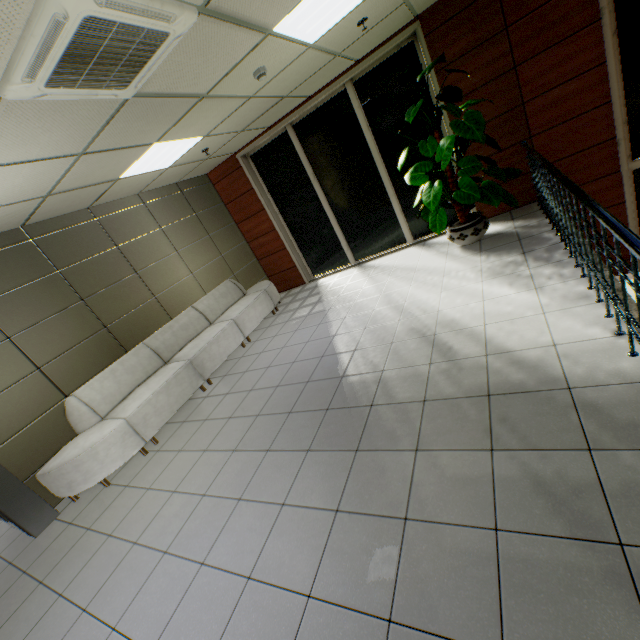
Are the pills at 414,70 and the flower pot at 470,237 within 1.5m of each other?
no

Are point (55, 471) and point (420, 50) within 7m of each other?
no

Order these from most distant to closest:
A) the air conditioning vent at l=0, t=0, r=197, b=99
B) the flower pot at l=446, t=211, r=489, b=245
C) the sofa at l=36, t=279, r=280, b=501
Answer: the flower pot at l=446, t=211, r=489, b=245 → the sofa at l=36, t=279, r=280, b=501 → the air conditioning vent at l=0, t=0, r=197, b=99

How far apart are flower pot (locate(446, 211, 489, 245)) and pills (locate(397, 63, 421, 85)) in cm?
211

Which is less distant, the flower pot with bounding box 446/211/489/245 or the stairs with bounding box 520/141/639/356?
the stairs with bounding box 520/141/639/356

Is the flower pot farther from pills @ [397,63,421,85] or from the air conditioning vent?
the air conditioning vent

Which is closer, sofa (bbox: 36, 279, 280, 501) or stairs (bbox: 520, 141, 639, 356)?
stairs (bbox: 520, 141, 639, 356)

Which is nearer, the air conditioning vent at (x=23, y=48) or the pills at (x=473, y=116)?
the air conditioning vent at (x=23, y=48)
